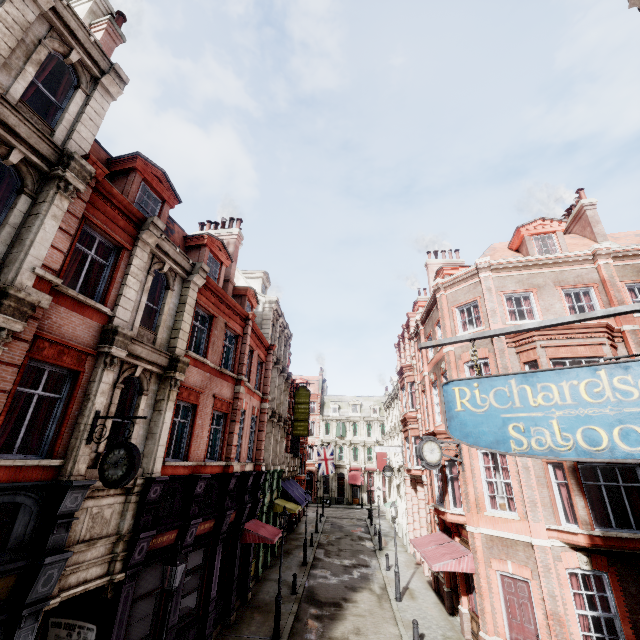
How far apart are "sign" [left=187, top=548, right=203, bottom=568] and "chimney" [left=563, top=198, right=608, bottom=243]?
25.5 meters

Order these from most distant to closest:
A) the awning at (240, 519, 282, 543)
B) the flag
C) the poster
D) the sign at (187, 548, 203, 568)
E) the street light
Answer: the flag → the awning at (240, 519, 282, 543) → the sign at (187, 548, 203, 568) → the poster → the street light

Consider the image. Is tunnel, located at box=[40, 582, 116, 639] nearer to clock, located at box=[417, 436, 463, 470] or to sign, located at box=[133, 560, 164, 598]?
sign, located at box=[133, 560, 164, 598]

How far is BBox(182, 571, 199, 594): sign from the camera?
11.9 meters

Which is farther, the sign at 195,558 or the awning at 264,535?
the awning at 264,535

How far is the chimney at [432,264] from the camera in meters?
27.5

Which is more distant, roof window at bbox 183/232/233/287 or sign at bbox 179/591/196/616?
roof window at bbox 183/232/233/287

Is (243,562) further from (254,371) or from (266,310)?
(266,310)
